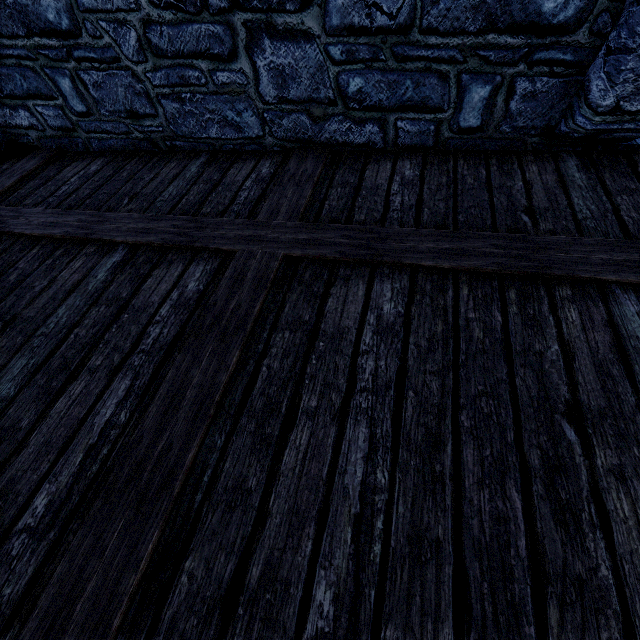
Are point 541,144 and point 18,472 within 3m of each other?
no
